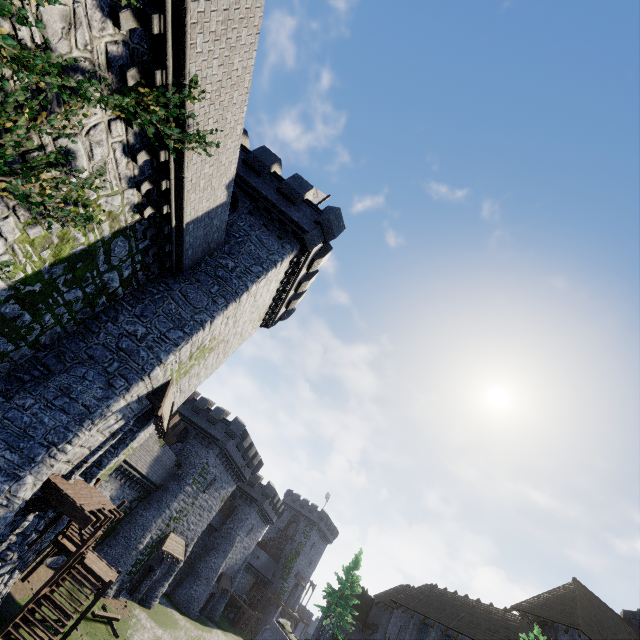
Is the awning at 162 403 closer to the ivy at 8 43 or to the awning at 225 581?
the ivy at 8 43

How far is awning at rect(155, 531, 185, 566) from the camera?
30.2 meters

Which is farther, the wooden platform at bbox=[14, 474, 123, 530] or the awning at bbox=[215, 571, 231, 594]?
the awning at bbox=[215, 571, 231, 594]

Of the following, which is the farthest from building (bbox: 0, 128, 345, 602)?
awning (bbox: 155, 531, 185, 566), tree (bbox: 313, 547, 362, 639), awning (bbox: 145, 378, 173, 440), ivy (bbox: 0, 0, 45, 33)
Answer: tree (bbox: 313, 547, 362, 639)

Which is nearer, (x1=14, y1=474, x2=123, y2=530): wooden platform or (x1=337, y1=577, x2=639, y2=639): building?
(x1=14, y1=474, x2=123, y2=530): wooden platform

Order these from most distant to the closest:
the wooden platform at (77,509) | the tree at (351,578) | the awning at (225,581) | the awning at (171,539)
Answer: the awning at (225,581) < the tree at (351,578) < the awning at (171,539) < the wooden platform at (77,509)

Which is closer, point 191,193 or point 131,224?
point 131,224

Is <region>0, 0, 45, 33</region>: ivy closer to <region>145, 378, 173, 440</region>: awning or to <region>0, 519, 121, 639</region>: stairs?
<region>145, 378, 173, 440</region>: awning
